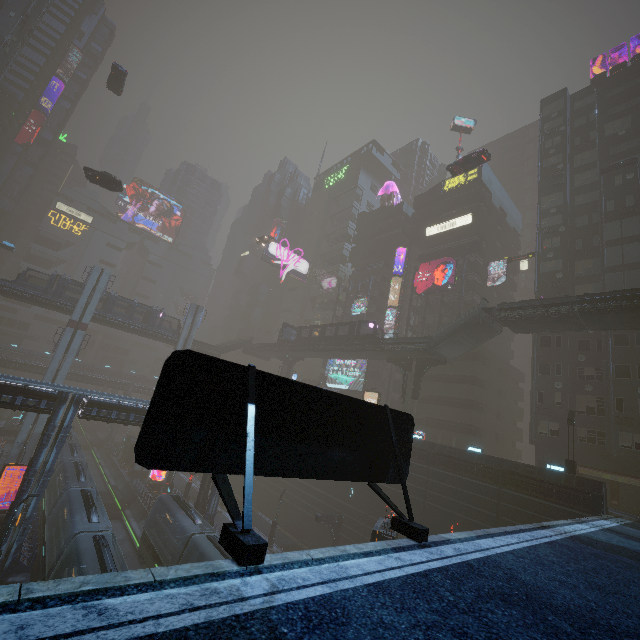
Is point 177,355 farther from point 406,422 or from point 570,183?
point 570,183

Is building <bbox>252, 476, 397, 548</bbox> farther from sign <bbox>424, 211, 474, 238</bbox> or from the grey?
the grey

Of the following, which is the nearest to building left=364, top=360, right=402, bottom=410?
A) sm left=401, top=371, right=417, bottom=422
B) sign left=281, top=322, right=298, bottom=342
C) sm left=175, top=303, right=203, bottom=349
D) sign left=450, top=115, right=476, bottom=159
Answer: sm left=401, top=371, right=417, bottom=422

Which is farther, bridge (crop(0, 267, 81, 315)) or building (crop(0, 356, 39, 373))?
building (crop(0, 356, 39, 373))

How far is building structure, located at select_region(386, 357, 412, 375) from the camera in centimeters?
3866cm

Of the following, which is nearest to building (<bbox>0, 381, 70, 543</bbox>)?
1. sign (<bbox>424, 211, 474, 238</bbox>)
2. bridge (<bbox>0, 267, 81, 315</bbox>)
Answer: sign (<bbox>424, 211, 474, 238</bbox>)

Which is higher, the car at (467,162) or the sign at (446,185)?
the sign at (446,185)

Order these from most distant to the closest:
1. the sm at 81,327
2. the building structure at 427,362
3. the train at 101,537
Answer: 1. the sm at 81,327
2. the building structure at 427,362
3. the train at 101,537
